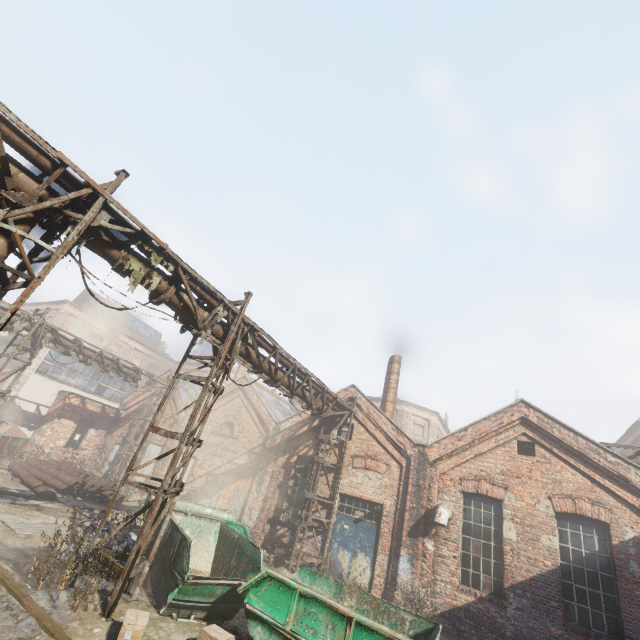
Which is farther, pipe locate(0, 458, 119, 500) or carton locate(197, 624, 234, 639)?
pipe locate(0, 458, 119, 500)

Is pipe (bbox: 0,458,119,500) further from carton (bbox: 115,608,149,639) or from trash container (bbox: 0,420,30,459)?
→ carton (bbox: 115,608,149,639)

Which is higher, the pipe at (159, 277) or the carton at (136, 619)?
the pipe at (159, 277)

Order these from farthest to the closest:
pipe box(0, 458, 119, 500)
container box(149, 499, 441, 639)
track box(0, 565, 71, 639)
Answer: pipe box(0, 458, 119, 500) < container box(149, 499, 441, 639) < track box(0, 565, 71, 639)

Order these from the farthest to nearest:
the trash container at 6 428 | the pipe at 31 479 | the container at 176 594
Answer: the trash container at 6 428 → the pipe at 31 479 → the container at 176 594

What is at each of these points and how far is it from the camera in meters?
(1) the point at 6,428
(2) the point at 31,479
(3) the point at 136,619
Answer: (1) trash container, 16.4 m
(2) pipe, 13.4 m
(3) carton, 5.1 m

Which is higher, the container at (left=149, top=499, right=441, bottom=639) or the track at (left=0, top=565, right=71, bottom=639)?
the container at (left=149, top=499, right=441, bottom=639)

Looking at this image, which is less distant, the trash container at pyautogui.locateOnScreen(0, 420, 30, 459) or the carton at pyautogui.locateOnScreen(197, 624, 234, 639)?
the carton at pyautogui.locateOnScreen(197, 624, 234, 639)
